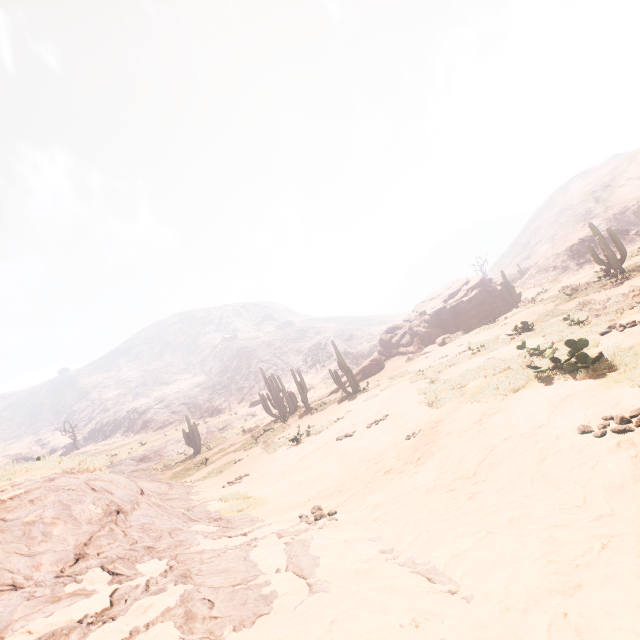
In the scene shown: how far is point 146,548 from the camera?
3.1 meters

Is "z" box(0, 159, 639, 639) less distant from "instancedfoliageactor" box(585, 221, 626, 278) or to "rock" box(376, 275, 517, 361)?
"instancedfoliageactor" box(585, 221, 626, 278)

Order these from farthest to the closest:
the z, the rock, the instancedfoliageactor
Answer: the rock → the instancedfoliageactor → the z

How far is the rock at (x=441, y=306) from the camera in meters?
27.2 m

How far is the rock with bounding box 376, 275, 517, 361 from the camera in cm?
2716

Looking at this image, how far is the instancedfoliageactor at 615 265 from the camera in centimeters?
1495cm

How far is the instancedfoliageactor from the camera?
14.95m
